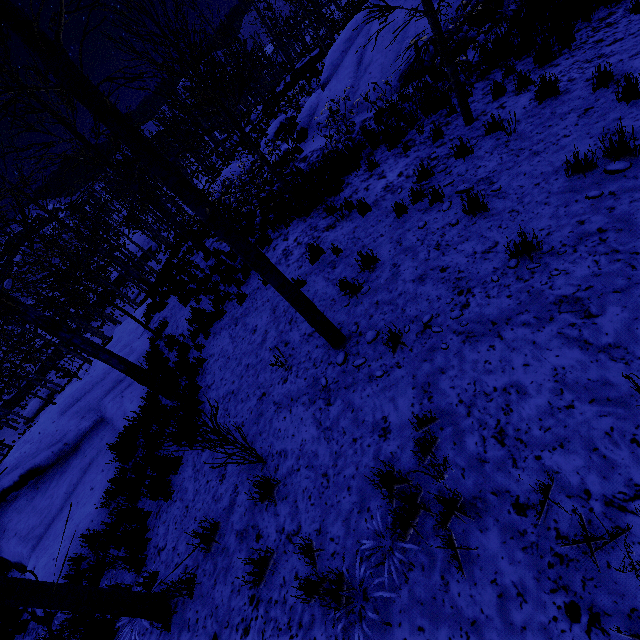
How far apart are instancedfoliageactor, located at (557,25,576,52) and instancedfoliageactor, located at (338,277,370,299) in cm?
625

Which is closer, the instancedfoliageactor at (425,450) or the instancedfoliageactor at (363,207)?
the instancedfoliageactor at (425,450)

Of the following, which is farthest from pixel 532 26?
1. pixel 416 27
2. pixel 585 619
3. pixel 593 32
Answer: pixel 585 619

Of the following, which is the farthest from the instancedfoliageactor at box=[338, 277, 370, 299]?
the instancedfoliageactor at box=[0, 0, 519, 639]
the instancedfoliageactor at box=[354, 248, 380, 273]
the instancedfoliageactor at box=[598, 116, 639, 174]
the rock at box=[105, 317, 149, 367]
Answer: the rock at box=[105, 317, 149, 367]

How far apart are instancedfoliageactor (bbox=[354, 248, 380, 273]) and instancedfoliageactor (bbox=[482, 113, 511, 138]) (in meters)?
3.11

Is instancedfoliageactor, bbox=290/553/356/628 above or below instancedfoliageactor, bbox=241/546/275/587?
above

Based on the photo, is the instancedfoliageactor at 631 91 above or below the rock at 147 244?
above

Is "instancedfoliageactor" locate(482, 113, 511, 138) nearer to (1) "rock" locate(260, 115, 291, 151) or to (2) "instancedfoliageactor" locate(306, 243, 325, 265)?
(2) "instancedfoliageactor" locate(306, 243, 325, 265)
